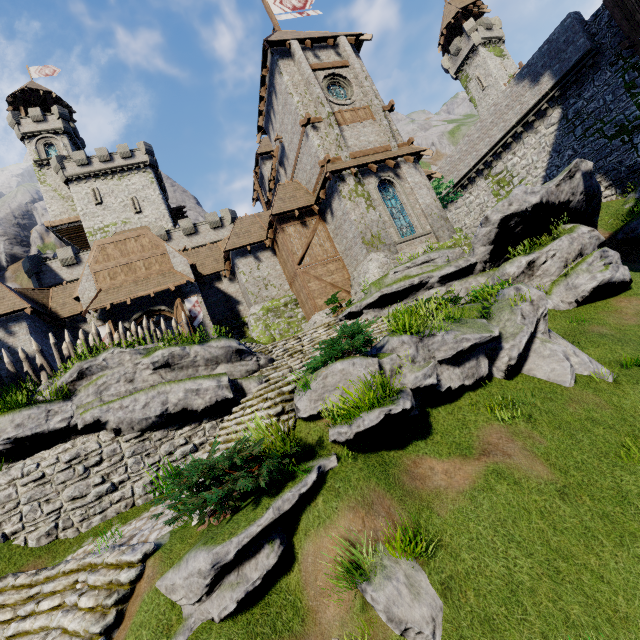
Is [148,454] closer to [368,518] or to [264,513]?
[264,513]

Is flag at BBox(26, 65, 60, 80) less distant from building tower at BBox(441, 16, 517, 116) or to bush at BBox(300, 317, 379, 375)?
building tower at BBox(441, 16, 517, 116)

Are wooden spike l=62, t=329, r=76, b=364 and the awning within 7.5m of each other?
yes

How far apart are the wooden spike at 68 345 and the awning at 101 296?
5.1 meters

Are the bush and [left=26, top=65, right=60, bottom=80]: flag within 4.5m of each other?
no

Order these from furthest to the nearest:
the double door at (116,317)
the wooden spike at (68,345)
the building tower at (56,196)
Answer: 1. the building tower at (56,196)
2. the double door at (116,317)
3. the wooden spike at (68,345)

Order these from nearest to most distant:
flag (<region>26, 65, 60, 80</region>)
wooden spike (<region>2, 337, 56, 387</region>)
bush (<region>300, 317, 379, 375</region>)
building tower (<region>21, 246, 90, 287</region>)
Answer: bush (<region>300, 317, 379, 375</region>), wooden spike (<region>2, 337, 56, 387</region>), building tower (<region>21, 246, 90, 287</region>), flag (<region>26, 65, 60, 80</region>)

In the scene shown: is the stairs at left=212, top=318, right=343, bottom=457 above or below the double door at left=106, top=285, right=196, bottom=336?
below
